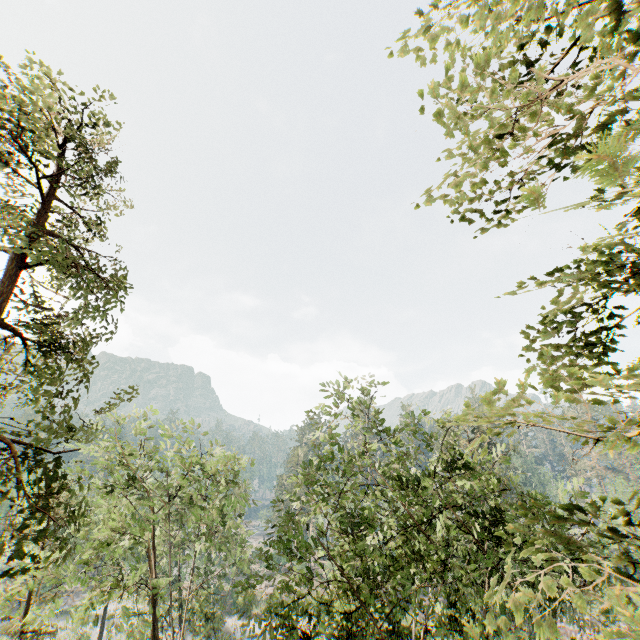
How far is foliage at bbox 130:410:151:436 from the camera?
17.92m

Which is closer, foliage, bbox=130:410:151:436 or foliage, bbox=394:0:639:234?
foliage, bbox=394:0:639:234

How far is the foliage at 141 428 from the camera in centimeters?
1792cm

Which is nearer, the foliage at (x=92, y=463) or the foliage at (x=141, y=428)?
the foliage at (x=92, y=463)

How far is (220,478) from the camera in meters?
25.0

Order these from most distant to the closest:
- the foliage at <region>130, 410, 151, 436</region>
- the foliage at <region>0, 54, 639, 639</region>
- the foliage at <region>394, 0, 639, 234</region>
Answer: the foliage at <region>130, 410, 151, 436</region>, the foliage at <region>0, 54, 639, 639</region>, the foliage at <region>394, 0, 639, 234</region>

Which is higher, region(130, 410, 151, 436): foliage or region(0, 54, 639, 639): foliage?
region(130, 410, 151, 436): foliage
